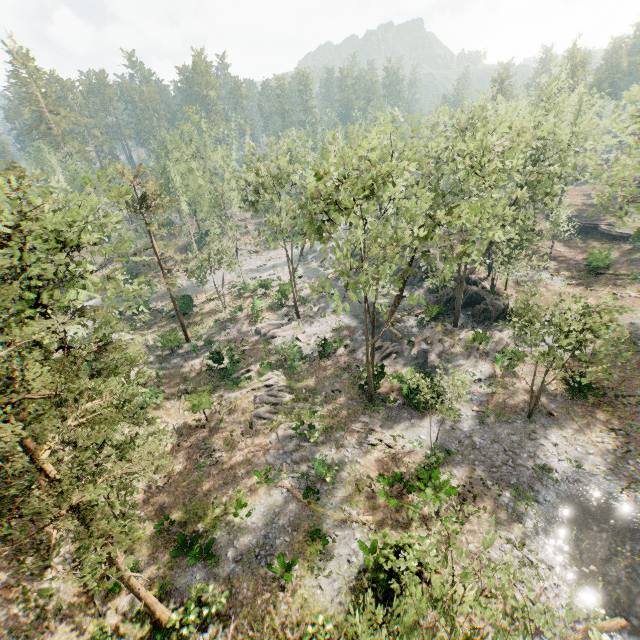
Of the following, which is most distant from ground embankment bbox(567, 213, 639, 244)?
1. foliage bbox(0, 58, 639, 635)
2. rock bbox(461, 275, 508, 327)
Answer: rock bbox(461, 275, 508, 327)

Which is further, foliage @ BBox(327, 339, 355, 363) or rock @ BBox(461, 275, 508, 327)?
rock @ BBox(461, 275, 508, 327)

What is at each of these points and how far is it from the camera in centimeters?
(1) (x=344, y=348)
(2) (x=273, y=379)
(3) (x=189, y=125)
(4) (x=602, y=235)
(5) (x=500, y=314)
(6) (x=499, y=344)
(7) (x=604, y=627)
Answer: (1) foliage, 3244cm
(2) foliage, 2903cm
(3) foliage, 4044cm
(4) ground embankment, 4519cm
(5) rock, 3216cm
(6) foliage, 2914cm
(7) foliage, 1279cm

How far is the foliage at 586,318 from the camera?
17.62m

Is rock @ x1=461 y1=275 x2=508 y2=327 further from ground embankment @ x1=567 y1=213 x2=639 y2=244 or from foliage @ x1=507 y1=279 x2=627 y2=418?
ground embankment @ x1=567 y1=213 x2=639 y2=244

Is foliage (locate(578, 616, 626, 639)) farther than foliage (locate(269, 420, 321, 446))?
No

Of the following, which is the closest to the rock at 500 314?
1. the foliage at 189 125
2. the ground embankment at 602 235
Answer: the foliage at 189 125
